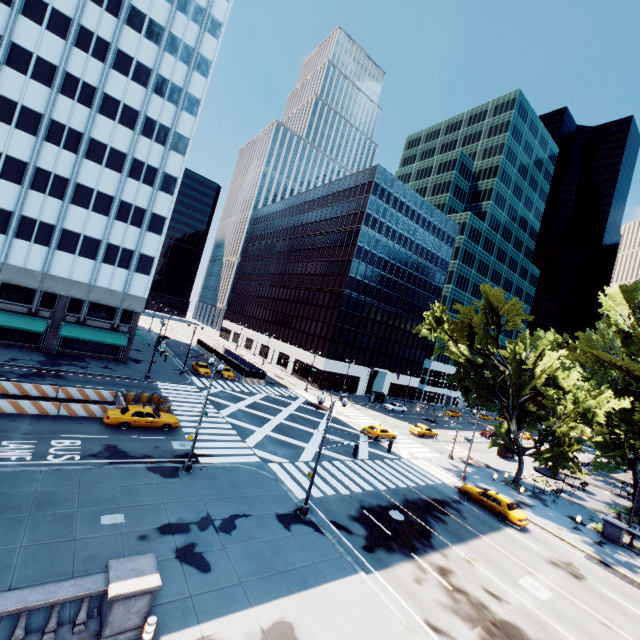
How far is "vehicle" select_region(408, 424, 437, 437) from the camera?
45.5m

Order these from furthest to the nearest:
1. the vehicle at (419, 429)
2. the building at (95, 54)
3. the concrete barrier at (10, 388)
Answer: the vehicle at (419, 429) < the building at (95, 54) < the concrete barrier at (10, 388)

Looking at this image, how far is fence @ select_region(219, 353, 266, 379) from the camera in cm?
5053

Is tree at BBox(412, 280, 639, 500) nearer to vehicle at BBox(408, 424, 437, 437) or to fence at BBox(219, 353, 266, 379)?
vehicle at BBox(408, 424, 437, 437)

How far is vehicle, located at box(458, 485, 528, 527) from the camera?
25.1m

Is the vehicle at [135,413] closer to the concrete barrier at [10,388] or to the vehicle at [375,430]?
the concrete barrier at [10,388]

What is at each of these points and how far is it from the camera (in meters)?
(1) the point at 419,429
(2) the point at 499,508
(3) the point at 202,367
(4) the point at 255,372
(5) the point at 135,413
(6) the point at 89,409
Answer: (1) vehicle, 46.00
(2) vehicle, 25.91
(3) vehicle, 48.09
(4) fence, 51.09
(5) vehicle, 24.25
(6) concrete barrier, 24.45

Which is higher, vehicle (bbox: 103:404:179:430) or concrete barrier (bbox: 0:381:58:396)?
vehicle (bbox: 103:404:179:430)
